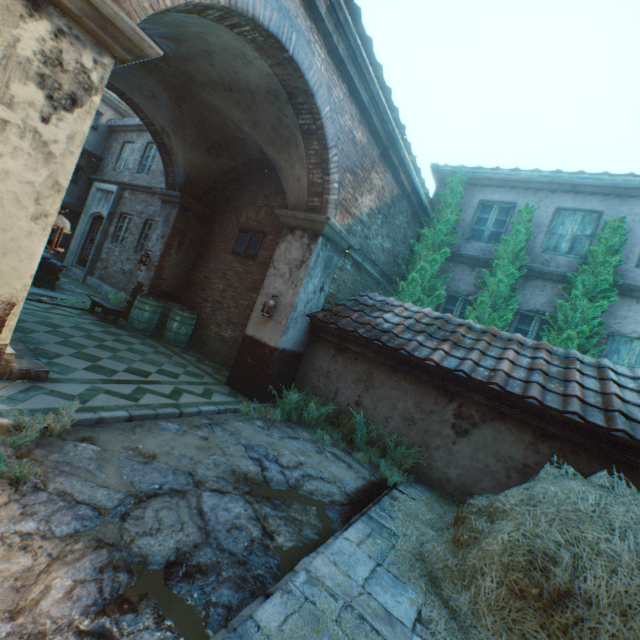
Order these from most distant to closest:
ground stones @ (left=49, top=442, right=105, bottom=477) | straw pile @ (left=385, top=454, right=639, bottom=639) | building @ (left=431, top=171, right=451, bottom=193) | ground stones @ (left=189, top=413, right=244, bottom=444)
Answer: building @ (left=431, top=171, right=451, bottom=193) → ground stones @ (left=189, top=413, right=244, bottom=444) → ground stones @ (left=49, top=442, right=105, bottom=477) → straw pile @ (left=385, top=454, right=639, bottom=639)

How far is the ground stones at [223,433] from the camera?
4.5m

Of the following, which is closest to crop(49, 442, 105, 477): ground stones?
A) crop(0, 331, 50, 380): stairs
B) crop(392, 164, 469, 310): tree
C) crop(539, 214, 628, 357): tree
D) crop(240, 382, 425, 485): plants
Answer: crop(240, 382, 425, 485): plants

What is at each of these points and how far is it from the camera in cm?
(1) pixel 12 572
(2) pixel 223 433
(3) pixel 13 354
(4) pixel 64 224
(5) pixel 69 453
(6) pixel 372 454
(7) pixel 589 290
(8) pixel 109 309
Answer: (1) ground stones, 192
(2) ground stones, 471
(3) stairs, 391
(4) lantern, 343
(5) ground stones, 310
(6) plants, 581
(7) tree, 754
(8) table, 816

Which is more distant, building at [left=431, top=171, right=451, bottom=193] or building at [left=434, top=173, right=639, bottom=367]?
building at [left=431, top=171, right=451, bottom=193]

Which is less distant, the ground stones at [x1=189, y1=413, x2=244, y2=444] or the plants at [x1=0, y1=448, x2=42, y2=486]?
the plants at [x1=0, y1=448, x2=42, y2=486]

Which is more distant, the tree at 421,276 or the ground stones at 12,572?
the tree at 421,276

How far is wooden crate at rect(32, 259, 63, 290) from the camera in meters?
9.4 m
